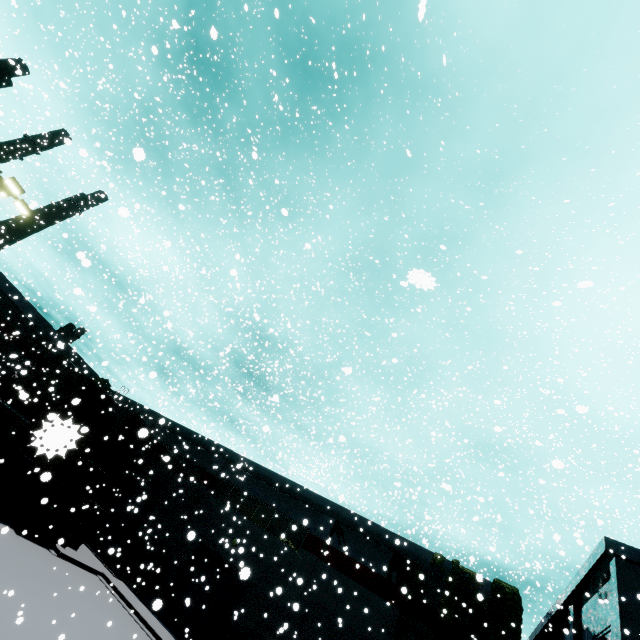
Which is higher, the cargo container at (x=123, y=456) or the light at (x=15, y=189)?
the light at (x=15, y=189)

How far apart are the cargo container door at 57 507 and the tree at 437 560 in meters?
21.3 m

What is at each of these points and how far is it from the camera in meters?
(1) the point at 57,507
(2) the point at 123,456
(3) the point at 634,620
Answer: (1) cargo container door, 18.7 m
(2) cargo container, 23.7 m
(3) building, 15.7 m

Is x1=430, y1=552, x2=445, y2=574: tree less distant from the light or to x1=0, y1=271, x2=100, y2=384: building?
x1=0, y1=271, x2=100, y2=384: building

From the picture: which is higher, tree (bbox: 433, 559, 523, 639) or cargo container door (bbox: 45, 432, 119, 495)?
tree (bbox: 433, 559, 523, 639)

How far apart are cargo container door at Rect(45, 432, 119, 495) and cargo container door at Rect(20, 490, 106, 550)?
0.6m

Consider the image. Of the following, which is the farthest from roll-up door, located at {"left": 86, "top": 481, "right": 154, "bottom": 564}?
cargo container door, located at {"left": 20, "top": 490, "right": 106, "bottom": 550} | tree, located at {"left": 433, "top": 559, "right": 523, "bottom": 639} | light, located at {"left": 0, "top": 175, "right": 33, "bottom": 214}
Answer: light, located at {"left": 0, "top": 175, "right": 33, "bottom": 214}

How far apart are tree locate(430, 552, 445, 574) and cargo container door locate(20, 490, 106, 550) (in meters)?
21.27
